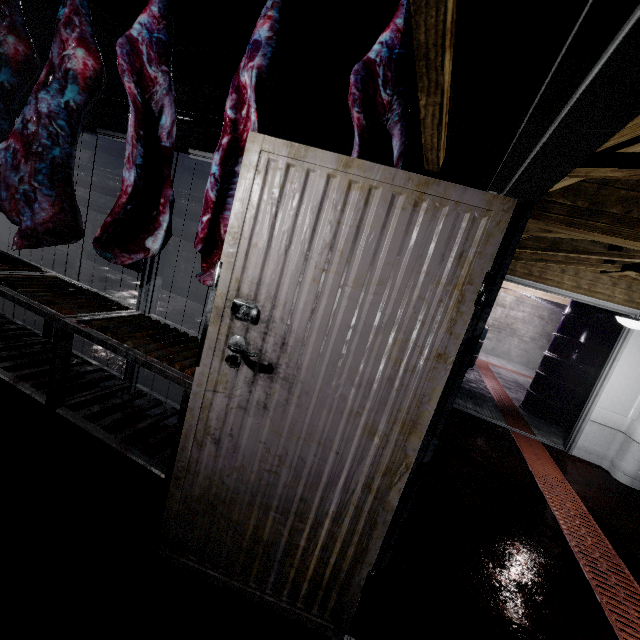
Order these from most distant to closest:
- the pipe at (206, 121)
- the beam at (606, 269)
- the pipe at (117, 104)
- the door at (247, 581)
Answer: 1. the pipe at (117, 104)
2. the pipe at (206, 121)
3. the beam at (606, 269)
4. the door at (247, 581)

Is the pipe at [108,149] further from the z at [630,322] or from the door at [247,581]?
the z at [630,322]

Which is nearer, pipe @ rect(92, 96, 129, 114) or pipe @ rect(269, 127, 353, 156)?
pipe @ rect(269, 127, 353, 156)

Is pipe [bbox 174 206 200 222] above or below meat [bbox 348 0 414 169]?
below

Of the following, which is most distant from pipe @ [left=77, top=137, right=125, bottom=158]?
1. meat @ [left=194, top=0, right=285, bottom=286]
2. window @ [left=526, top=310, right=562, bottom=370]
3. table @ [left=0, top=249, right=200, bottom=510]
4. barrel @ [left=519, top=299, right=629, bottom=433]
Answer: window @ [left=526, top=310, right=562, bottom=370]

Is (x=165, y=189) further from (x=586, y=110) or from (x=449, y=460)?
(x=449, y=460)

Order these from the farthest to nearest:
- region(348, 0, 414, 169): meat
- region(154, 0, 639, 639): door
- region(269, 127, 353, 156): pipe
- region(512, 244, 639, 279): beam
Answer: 1. region(269, 127, 353, 156): pipe
2. region(512, 244, 639, 279): beam
3. region(348, 0, 414, 169): meat
4. region(154, 0, 639, 639): door

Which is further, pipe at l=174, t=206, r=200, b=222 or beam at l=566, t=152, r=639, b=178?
pipe at l=174, t=206, r=200, b=222
